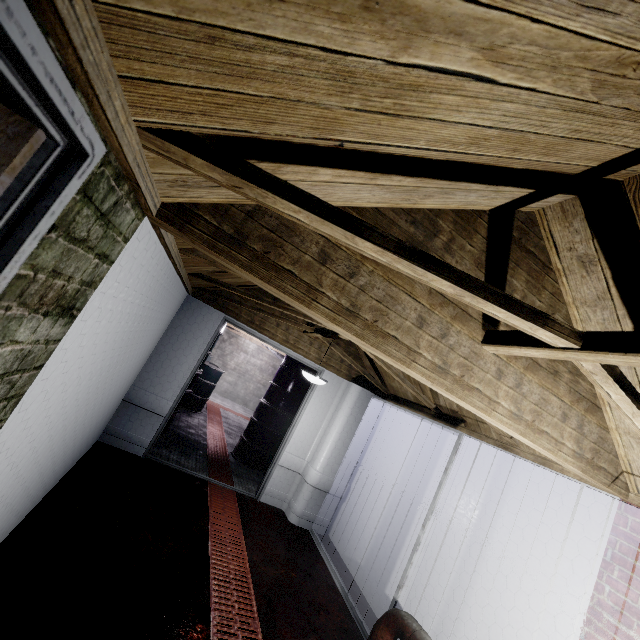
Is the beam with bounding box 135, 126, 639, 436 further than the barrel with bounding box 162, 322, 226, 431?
No

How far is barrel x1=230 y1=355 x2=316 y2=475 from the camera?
5.42m

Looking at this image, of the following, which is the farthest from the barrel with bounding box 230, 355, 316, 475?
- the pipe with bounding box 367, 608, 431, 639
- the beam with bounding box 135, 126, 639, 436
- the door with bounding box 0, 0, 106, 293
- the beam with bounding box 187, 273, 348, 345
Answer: the door with bounding box 0, 0, 106, 293

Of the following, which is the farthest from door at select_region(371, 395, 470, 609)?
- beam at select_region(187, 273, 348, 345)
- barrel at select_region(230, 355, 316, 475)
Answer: barrel at select_region(230, 355, 316, 475)

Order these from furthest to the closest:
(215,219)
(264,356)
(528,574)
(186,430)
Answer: (264,356) → (186,430) → (528,574) → (215,219)

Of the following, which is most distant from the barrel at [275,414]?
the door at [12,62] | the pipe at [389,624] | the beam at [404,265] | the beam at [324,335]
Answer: the door at [12,62]

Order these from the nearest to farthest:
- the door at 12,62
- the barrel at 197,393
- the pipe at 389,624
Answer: the door at 12,62 → the pipe at 389,624 → the barrel at 197,393

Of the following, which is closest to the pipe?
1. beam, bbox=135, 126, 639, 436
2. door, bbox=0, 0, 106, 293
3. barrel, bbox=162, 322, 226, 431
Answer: beam, bbox=135, 126, 639, 436
